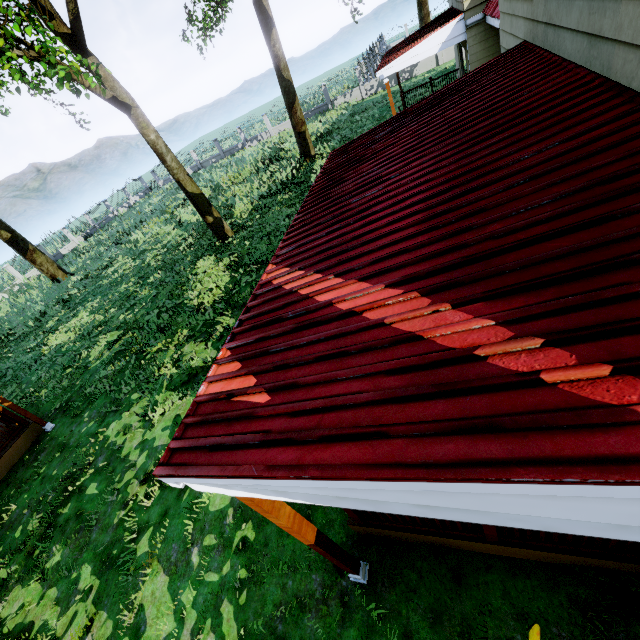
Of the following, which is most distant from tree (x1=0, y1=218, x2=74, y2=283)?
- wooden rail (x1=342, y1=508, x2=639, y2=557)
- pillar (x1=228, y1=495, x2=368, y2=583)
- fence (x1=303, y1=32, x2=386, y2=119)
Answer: wooden rail (x1=342, y1=508, x2=639, y2=557)

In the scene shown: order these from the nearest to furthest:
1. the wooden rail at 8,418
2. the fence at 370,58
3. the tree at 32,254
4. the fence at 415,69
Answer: the wooden rail at 8,418
the tree at 32,254
the fence at 415,69
the fence at 370,58

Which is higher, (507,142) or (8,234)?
(8,234)

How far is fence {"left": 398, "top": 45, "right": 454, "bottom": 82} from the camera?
25.42m

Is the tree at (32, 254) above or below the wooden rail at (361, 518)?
above

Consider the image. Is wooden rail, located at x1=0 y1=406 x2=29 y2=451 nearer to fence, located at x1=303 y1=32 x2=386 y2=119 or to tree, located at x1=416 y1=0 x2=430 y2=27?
tree, located at x1=416 y1=0 x2=430 y2=27

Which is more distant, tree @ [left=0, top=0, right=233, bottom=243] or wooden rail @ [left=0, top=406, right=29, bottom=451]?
wooden rail @ [left=0, top=406, right=29, bottom=451]
